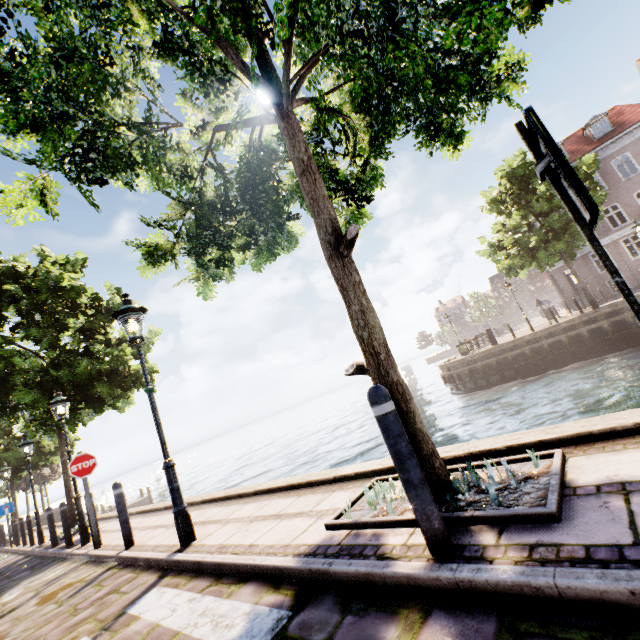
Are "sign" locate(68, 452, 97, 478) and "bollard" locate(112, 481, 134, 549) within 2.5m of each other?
yes

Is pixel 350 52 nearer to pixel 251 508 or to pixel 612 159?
pixel 251 508

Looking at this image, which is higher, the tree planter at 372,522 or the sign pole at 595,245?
the sign pole at 595,245

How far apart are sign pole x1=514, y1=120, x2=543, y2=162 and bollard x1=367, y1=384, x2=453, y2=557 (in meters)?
1.39

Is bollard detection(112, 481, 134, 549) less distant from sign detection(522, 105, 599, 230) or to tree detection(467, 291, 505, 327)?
sign detection(522, 105, 599, 230)

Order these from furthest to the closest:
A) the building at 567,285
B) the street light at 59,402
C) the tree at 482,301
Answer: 1. the tree at 482,301
2. the building at 567,285
3. the street light at 59,402

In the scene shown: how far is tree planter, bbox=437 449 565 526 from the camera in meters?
2.0 m

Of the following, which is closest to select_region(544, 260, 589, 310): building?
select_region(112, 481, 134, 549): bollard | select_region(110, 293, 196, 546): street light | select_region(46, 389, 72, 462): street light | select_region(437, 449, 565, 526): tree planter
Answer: select_region(110, 293, 196, 546): street light
